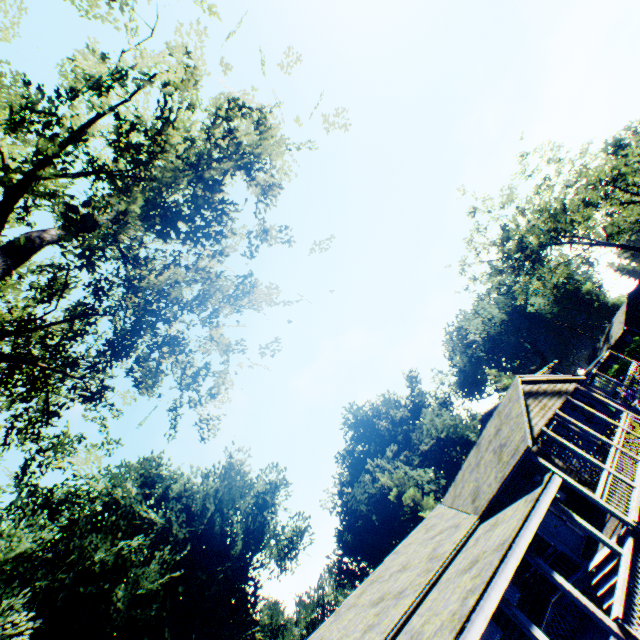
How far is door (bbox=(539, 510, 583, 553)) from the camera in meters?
13.9

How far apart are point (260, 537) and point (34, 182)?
43.5 meters

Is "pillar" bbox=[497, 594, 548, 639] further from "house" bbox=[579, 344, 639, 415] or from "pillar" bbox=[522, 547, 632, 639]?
"house" bbox=[579, 344, 639, 415]

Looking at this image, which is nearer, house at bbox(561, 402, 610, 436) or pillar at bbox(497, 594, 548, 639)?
pillar at bbox(497, 594, 548, 639)

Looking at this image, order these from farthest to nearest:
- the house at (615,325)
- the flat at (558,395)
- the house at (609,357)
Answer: the house at (615,325), the house at (609,357), the flat at (558,395)

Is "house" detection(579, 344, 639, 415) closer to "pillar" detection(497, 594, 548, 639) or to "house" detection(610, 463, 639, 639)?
Answer: "house" detection(610, 463, 639, 639)

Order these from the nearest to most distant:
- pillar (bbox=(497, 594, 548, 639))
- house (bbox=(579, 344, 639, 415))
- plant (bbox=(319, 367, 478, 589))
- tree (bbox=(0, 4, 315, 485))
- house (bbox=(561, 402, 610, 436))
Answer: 1. tree (bbox=(0, 4, 315, 485))
2. pillar (bbox=(497, 594, 548, 639))
3. house (bbox=(579, 344, 639, 415))
4. house (bbox=(561, 402, 610, 436))
5. plant (bbox=(319, 367, 478, 589))

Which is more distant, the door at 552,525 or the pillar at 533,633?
the door at 552,525
